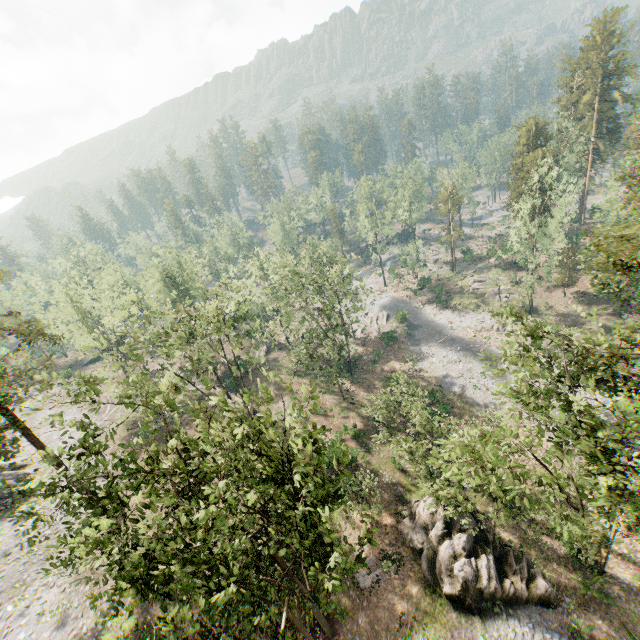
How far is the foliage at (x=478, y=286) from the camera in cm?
5242

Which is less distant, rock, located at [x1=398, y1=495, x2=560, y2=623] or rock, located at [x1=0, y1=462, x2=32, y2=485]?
rock, located at [x1=398, y1=495, x2=560, y2=623]

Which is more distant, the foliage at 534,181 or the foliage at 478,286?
the foliage at 478,286

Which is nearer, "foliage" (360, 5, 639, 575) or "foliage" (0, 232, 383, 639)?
"foliage" (0, 232, 383, 639)

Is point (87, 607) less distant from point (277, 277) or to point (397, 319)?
point (277, 277)

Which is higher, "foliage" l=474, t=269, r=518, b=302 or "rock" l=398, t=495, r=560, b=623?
"rock" l=398, t=495, r=560, b=623

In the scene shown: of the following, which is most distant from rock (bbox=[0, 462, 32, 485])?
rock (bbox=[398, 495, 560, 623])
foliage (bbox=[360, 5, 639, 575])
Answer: rock (bbox=[398, 495, 560, 623])
